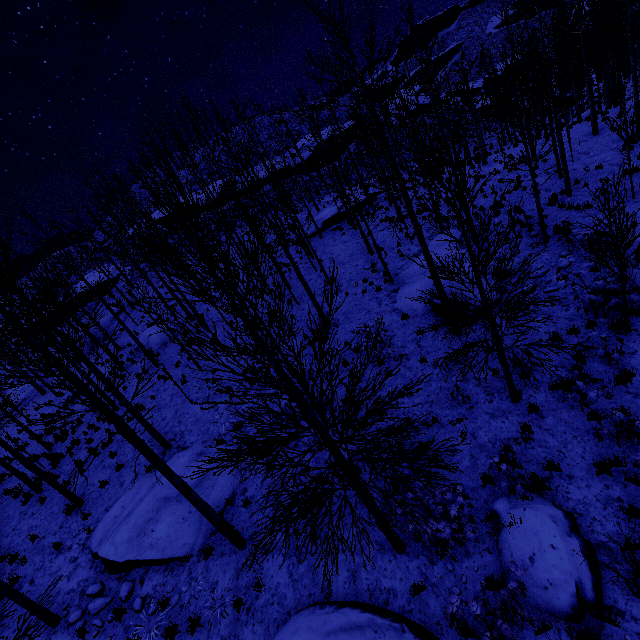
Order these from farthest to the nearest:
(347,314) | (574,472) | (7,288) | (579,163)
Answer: (579,163)
(347,314)
(574,472)
(7,288)

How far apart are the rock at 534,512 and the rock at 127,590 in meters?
9.2 m

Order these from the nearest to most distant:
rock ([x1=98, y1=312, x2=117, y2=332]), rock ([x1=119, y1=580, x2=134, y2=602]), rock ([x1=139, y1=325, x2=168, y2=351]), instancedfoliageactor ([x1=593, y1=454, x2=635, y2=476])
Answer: instancedfoliageactor ([x1=593, y1=454, x2=635, y2=476]) → rock ([x1=119, y1=580, x2=134, y2=602]) → rock ([x1=139, y1=325, x2=168, y2=351]) → rock ([x1=98, y1=312, x2=117, y2=332])

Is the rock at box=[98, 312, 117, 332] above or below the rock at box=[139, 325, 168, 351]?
above

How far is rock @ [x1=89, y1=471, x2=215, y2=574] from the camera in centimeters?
884cm

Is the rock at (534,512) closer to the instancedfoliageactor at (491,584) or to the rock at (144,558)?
the rock at (144,558)

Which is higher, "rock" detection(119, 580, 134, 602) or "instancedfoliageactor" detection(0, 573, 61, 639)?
"instancedfoliageactor" detection(0, 573, 61, 639)

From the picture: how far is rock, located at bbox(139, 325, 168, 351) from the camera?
21.6m
